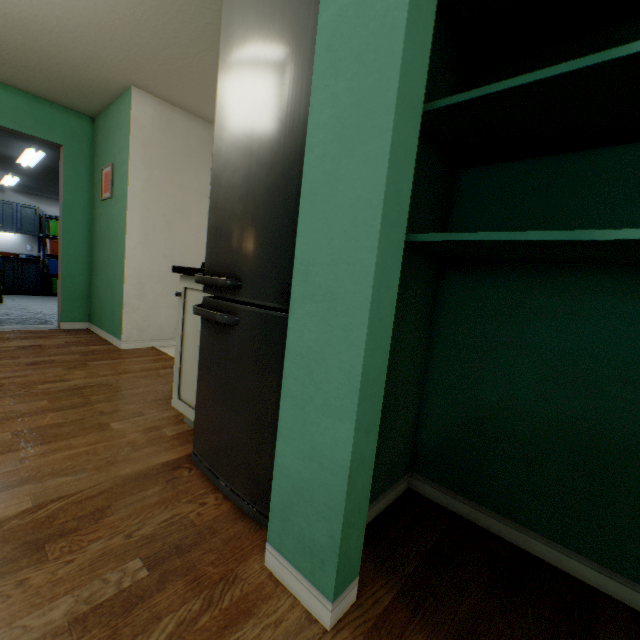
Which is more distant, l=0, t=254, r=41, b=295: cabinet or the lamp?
l=0, t=254, r=41, b=295: cabinet

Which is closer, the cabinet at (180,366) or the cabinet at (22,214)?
the cabinet at (180,366)

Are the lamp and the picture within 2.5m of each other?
yes

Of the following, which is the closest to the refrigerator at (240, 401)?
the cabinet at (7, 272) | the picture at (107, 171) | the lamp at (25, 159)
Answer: the picture at (107, 171)

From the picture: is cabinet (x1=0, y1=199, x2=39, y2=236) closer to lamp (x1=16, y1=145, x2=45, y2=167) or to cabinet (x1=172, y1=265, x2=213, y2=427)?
lamp (x1=16, y1=145, x2=45, y2=167)

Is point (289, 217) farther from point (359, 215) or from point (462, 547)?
point (462, 547)

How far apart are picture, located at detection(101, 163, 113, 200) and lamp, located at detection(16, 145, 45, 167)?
1.8m

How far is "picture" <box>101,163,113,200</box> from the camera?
3.34m
